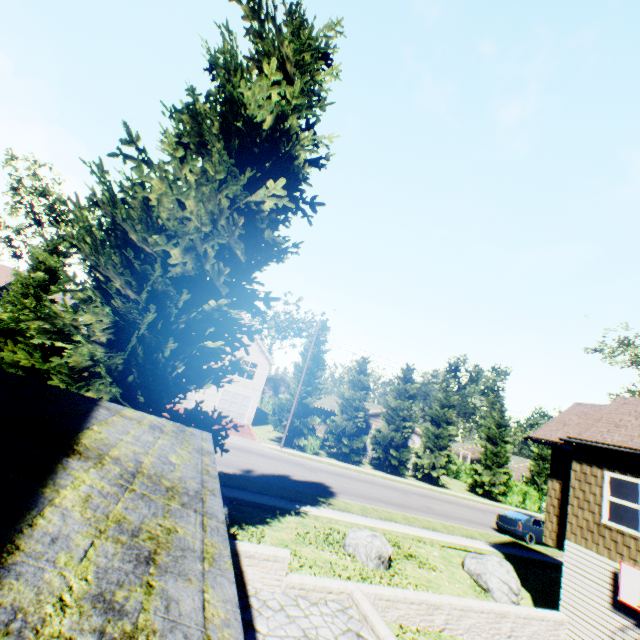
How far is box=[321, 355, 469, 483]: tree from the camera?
31.8 meters

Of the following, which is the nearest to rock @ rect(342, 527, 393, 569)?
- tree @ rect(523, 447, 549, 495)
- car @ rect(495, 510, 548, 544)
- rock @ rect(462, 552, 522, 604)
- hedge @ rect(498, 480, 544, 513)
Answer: rock @ rect(462, 552, 522, 604)

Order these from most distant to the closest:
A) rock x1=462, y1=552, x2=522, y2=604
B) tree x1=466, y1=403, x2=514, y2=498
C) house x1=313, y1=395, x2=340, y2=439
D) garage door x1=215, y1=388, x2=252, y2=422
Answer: house x1=313, y1=395, x2=340, y2=439 < tree x1=466, y1=403, x2=514, y2=498 < garage door x1=215, y1=388, x2=252, y2=422 < rock x1=462, y1=552, x2=522, y2=604

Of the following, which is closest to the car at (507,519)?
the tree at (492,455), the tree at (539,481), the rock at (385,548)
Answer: the tree at (492,455)

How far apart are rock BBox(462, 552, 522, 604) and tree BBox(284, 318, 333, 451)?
17.4 meters

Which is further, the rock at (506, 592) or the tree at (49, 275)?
the tree at (49, 275)

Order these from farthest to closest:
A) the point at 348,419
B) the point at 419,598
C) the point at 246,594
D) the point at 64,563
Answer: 1. the point at 348,419
2. the point at 419,598
3. the point at 246,594
4. the point at 64,563

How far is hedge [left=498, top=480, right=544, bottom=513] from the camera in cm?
3656
